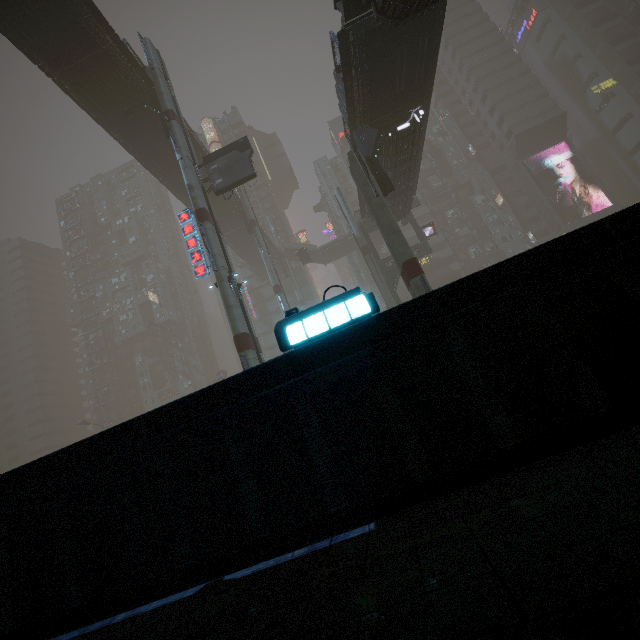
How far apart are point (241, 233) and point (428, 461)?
47.22m

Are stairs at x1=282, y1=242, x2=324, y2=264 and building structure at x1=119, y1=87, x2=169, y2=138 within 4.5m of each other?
no

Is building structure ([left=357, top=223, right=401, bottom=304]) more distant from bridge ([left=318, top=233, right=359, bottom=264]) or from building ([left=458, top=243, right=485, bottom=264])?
bridge ([left=318, top=233, right=359, bottom=264])

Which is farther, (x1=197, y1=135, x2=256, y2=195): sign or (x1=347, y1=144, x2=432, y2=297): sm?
(x1=197, y1=135, x2=256, y2=195): sign

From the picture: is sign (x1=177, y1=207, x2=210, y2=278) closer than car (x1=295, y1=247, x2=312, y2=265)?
Yes

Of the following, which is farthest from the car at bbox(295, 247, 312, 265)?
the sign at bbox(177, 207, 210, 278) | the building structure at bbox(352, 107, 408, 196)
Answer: the sign at bbox(177, 207, 210, 278)

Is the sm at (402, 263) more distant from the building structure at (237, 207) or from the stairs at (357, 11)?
the building structure at (237, 207)

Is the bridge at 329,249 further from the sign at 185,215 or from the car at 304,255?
the sign at 185,215
